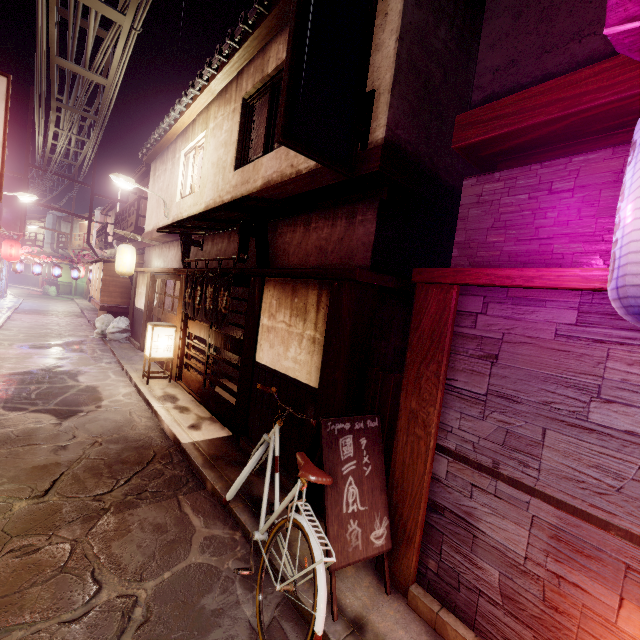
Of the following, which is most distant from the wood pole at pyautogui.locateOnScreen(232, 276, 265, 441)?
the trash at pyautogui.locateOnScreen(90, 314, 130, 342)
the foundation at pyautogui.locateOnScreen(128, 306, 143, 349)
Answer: the trash at pyautogui.locateOnScreen(90, 314, 130, 342)

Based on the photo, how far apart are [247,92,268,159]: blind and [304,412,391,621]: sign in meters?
9.9 m

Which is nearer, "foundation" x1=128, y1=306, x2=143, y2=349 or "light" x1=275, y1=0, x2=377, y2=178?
"light" x1=275, y1=0, x2=377, y2=178

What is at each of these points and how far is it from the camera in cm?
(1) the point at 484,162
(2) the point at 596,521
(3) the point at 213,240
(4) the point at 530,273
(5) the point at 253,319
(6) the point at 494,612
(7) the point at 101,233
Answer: (1) house, 580
(2) foundation, 364
(3) house, 1397
(4) wood bar, 414
(5) wood pole, 984
(6) house, 437
(7) terrace, 4584

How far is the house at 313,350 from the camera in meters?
7.6

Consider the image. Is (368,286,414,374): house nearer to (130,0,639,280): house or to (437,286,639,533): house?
(130,0,639,280): house

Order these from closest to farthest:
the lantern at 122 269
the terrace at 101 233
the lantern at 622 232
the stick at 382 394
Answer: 1. the lantern at 622 232
2. the stick at 382 394
3. the lantern at 122 269
4. the terrace at 101 233

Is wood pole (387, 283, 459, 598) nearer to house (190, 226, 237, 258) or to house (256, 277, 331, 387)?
house (190, 226, 237, 258)
